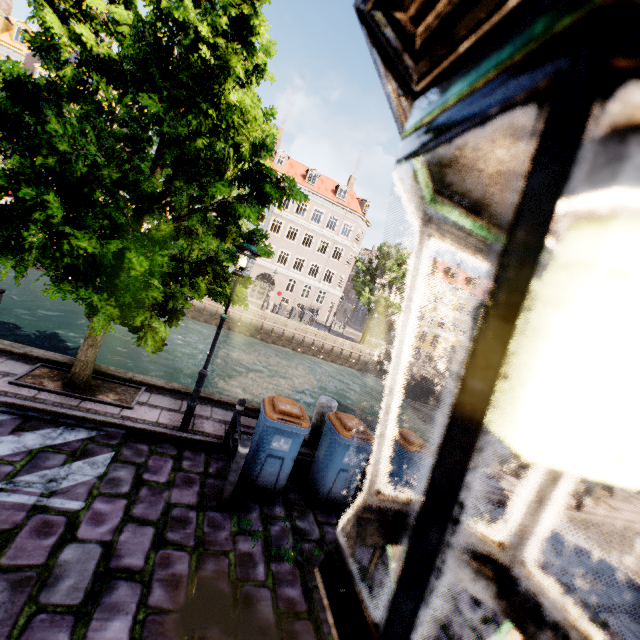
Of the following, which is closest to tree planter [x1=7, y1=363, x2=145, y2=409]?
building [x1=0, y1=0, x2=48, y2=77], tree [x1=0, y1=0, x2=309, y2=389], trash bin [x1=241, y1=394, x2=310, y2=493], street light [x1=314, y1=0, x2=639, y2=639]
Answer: tree [x1=0, y1=0, x2=309, y2=389]

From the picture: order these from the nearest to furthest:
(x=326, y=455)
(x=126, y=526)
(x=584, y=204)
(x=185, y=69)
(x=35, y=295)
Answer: (x=584, y=204), (x=126, y=526), (x=185, y=69), (x=326, y=455), (x=35, y=295)

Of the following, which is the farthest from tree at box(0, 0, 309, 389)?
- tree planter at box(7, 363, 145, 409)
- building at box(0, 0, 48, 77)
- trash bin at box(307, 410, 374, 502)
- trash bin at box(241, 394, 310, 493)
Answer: building at box(0, 0, 48, 77)

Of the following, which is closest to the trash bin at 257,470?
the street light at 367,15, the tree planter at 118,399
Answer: the street light at 367,15

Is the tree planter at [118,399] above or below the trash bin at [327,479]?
below

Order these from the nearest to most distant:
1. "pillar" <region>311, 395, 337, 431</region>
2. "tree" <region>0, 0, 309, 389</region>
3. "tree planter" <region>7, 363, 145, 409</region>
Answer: "tree" <region>0, 0, 309, 389</region>, "tree planter" <region>7, 363, 145, 409</region>, "pillar" <region>311, 395, 337, 431</region>

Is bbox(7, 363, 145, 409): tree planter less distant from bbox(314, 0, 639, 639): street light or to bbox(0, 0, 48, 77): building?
bbox(314, 0, 639, 639): street light

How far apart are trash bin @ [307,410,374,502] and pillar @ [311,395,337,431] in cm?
95
